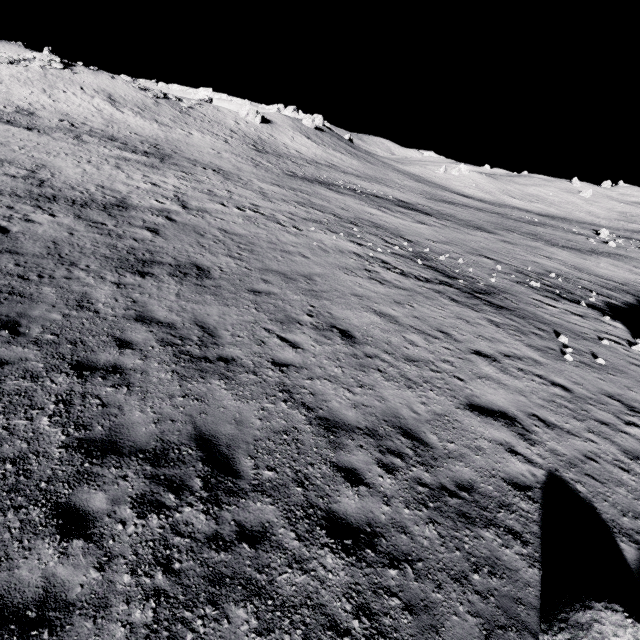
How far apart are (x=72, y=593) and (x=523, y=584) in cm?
603

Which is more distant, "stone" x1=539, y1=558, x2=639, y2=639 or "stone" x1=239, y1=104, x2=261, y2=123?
"stone" x1=239, y1=104, x2=261, y2=123

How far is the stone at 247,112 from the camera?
57.28m

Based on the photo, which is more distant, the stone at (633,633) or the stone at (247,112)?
the stone at (247,112)

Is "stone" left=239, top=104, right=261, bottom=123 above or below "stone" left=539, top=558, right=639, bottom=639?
above

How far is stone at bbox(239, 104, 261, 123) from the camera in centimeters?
5728cm
